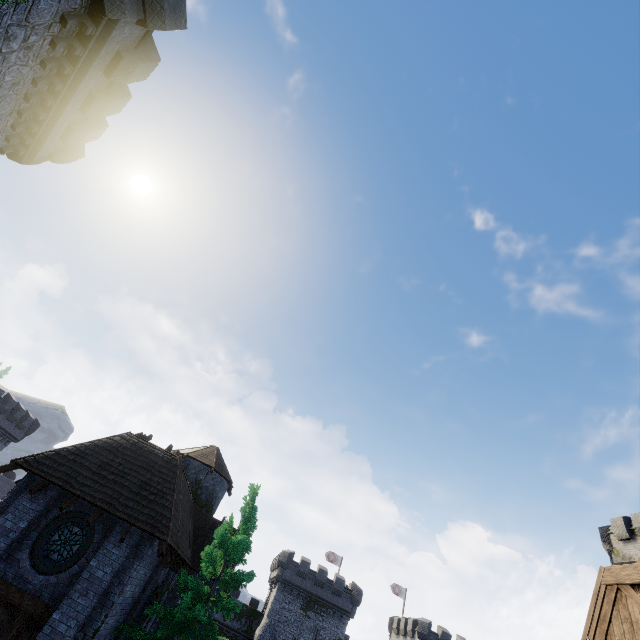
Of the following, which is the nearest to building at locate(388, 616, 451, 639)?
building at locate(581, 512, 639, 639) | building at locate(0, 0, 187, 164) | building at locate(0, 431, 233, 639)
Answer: building at locate(0, 431, 233, 639)

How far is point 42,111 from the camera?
12.80m

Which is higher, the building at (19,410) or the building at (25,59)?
the building at (25,59)

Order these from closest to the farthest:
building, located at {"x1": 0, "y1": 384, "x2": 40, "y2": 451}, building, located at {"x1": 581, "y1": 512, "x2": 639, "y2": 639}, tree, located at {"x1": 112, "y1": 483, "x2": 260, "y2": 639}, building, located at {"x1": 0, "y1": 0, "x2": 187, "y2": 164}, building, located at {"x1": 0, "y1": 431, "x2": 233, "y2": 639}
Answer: building, located at {"x1": 581, "y1": 512, "x2": 639, "y2": 639}, building, located at {"x1": 0, "y1": 0, "x2": 187, "y2": 164}, building, located at {"x1": 0, "y1": 431, "x2": 233, "y2": 639}, tree, located at {"x1": 112, "y1": 483, "x2": 260, "y2": 639}, building, located at {"x1": 0, "y1": 384, "x2": 40, "y2": 451}

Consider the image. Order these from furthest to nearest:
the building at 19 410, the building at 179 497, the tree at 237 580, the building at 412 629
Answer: the building at 412 629, the building at 19 410, the tree at 237 580, the building at 179 497

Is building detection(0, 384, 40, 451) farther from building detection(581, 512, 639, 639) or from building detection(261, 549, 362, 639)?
building detection(581, 512, 639, 639)

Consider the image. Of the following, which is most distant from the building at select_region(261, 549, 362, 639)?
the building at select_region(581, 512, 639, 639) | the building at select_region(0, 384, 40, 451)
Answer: the building at select_region(0, 384, 40, 451)

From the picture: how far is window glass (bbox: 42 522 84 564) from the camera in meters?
11.9 m
